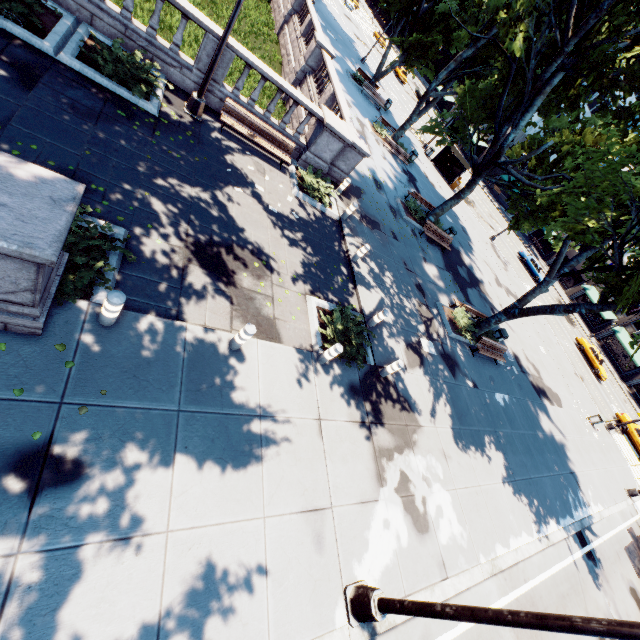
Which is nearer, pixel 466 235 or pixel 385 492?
pixel 385 492

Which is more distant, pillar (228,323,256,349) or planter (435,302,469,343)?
planter (435,302,469,343)

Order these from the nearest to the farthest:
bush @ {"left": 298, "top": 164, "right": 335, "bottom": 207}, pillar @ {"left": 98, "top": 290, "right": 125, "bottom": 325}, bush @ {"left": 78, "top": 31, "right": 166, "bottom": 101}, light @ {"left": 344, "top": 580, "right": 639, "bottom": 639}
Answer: light @ {"left": 344, "top": 580, "right": 639, "bottom": 639}, pillar @ {"left": 98, "top": 290, "right": 125, "bottom": 325}, bush @ {"left": 78, "top": 31, "right": 166, "bottom": 101}, bush @ {"left": 298, "top": 164, "right": 335, "bottom": 207}

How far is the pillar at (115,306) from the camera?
5.30m

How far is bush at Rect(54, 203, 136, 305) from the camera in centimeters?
564cm

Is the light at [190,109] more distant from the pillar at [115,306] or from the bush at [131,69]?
the pillar at [115,306]

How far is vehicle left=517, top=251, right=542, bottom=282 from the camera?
41.1 meters

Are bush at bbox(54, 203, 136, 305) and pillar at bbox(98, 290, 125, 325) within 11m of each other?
yes
